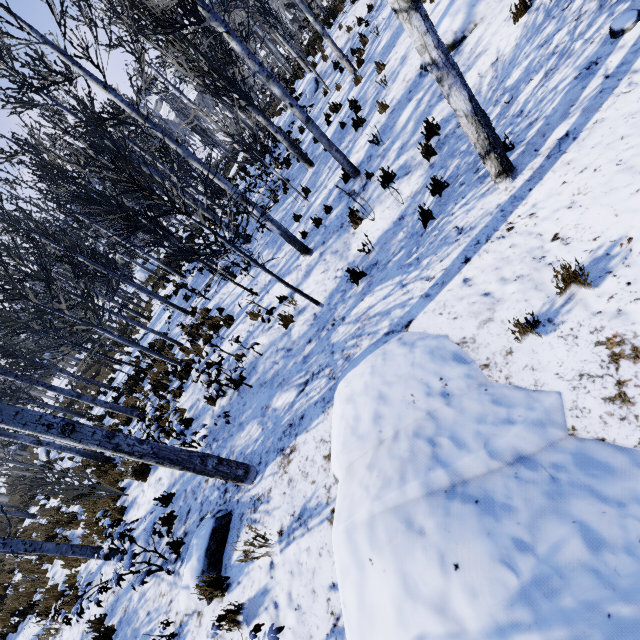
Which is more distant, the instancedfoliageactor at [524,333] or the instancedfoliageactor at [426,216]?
the instancedfoliageactor at [426,216]

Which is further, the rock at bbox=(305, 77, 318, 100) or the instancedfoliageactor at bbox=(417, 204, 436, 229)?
the rock at bbox=(305, 77, 318, 100)

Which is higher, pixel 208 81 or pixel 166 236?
pixel 208 81

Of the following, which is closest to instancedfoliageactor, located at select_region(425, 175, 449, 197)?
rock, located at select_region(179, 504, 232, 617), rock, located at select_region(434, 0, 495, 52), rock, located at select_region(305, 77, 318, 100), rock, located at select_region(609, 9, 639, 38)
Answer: rock, located at select_region(305, 77, 318, 100)

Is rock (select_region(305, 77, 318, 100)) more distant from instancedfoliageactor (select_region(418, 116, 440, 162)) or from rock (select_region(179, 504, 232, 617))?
rock (select_region(179, 504, 232, 617))

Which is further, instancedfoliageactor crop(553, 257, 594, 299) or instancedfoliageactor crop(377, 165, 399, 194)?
instancedfoliageactor crop(377, 165, 399, 194)

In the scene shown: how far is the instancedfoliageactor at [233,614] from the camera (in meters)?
2.78

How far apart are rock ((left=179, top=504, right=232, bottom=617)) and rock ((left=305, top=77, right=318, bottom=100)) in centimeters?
1634cm
